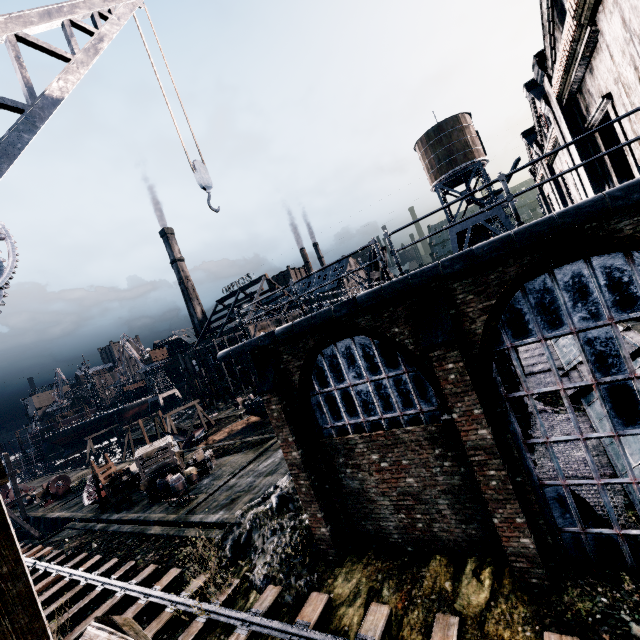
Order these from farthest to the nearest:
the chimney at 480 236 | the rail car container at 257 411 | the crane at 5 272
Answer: the chimney at 480 236 < the rail car container at 257 411 < the crane at 5 272

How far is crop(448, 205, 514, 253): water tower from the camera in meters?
36.2

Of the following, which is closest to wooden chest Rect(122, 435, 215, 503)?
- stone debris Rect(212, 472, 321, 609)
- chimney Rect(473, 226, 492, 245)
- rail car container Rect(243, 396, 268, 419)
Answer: rail car container Rect(243, 396, 268, 419)

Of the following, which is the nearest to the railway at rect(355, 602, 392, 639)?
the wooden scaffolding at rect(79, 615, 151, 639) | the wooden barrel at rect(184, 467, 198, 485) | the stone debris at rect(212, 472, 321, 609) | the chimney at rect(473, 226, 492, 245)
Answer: the stone debris at rect(212, 472, 321, 609)

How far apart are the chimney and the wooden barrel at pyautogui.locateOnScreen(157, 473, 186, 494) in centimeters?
4462cm

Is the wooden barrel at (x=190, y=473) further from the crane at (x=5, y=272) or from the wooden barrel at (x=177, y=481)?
the crane at (x=5, y=272)

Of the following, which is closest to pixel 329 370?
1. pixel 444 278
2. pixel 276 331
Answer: pixel 276 331

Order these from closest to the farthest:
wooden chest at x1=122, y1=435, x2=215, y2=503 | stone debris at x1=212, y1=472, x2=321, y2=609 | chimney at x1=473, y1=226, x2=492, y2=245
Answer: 1. stone debris at x1=212, y1=472, x2=321, y2=609
2. wooden chest at x1=122, y1=435, x2=215, y2=503
3. chimney at x1=473, y1=226, x2=492, y2=245
